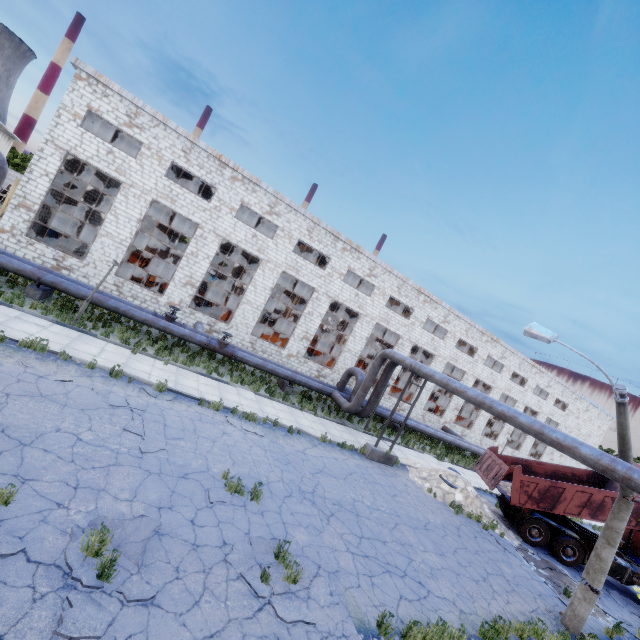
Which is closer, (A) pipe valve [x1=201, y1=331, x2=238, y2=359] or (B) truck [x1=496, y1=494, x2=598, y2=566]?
(B) truck [x1=496, y1=494, x2=598, y2=566]

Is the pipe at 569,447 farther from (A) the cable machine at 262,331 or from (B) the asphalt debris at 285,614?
(B) the asphalt debris at 285,614

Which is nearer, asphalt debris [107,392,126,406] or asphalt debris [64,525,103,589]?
asphalt debris [64,525,103,589]

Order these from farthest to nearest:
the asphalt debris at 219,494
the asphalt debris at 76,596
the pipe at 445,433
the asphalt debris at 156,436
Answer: the pipe at 445,433 → the asphalt debris at 156,436 → the asphalt debris at 219,494 → the asphalt debris at 76,596

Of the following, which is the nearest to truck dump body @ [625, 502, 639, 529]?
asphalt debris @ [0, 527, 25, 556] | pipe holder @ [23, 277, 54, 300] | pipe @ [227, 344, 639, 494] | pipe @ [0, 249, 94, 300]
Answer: pipe @ [227, 344, 639, 494]

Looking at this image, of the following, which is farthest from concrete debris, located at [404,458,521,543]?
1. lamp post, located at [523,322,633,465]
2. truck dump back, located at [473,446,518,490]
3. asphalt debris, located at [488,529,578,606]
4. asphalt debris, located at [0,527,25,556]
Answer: asphalt debris, located at [0,527,25,556]

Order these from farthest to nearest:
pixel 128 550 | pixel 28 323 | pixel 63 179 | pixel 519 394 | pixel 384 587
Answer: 1. pixel 519 394
2. pixel 63 179
3. pixel 28 323
4. pixel 384 587
5. pixel 128 550

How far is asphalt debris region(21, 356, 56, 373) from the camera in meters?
9.3 m
